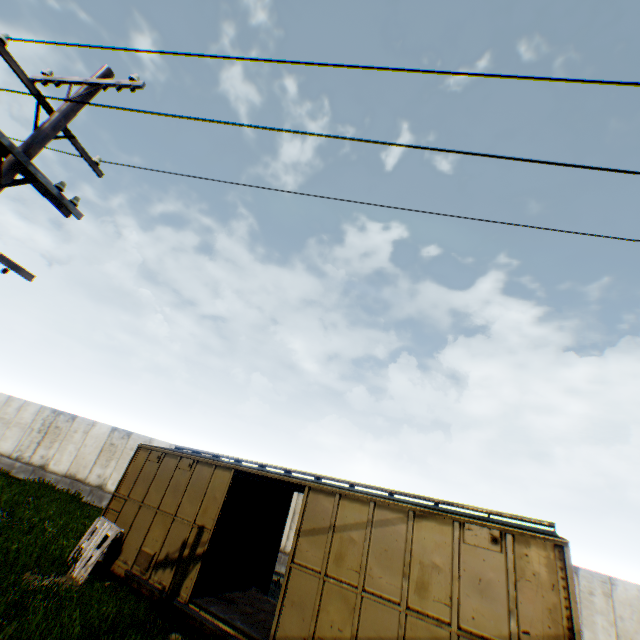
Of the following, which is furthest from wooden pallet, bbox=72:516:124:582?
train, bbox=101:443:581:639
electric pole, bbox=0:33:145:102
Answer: electric pole, bbox=0:33:145:102

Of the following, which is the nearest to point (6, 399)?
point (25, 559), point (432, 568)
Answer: point (25, 559)

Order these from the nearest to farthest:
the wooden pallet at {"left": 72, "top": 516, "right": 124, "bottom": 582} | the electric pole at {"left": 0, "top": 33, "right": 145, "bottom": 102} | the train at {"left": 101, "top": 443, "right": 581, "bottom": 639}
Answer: the electric pole at {"left": 0, "top": 33, "right": 145, "bottom": 102}, the train at {"left": 101, "top": 443, "right": 581, "bottom": 639}, the wooden pallet at {"left": 72, "top": 516, "right": 124, "bottom": 582}

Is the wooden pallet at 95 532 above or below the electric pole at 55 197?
below

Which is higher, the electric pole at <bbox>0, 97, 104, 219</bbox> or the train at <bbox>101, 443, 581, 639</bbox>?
the electric pole at <bbox>0, 97, 104, 219</bbox>

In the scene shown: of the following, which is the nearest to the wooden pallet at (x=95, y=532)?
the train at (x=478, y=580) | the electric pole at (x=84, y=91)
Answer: the train at (x=478, y=580)

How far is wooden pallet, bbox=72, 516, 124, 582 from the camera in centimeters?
909cm
